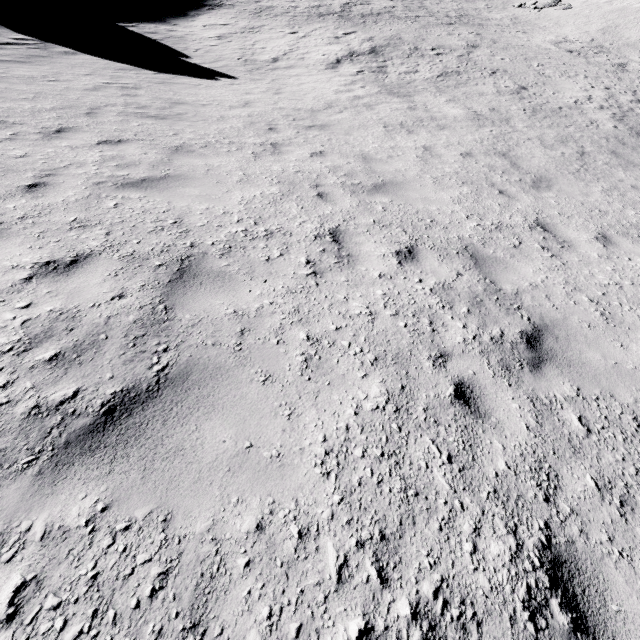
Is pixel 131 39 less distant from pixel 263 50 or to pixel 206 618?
pixel 263 50
